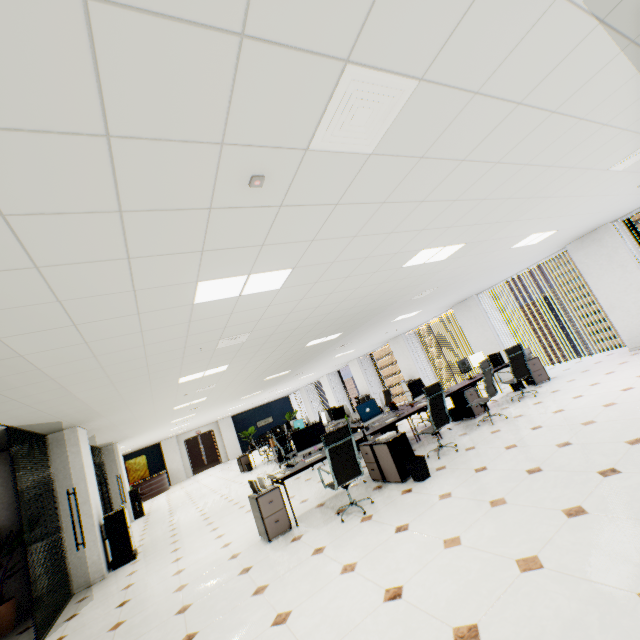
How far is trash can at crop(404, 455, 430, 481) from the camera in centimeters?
475cm

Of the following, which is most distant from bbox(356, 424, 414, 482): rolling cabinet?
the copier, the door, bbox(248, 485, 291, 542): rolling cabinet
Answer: the door

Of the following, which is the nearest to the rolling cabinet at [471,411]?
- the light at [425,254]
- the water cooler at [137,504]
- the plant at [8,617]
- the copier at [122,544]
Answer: the light at [425,254]

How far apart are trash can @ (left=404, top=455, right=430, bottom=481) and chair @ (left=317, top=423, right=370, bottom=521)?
0.8m

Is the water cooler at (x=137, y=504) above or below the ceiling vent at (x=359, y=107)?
below

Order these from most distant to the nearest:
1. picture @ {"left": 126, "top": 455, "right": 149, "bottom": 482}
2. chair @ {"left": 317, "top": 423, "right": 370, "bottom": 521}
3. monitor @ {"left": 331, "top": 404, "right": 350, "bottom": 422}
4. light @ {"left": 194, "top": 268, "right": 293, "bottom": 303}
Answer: picture @ {"left": 126, "top": 455, "right": 149, "bottom": 482}
monitor @ {"left": 331, "top": 404, "right": 350, "bottom": 422}
chair @ {"left": 317, "top": 423, "right": 370, "bottom": 521}
light @ {"left": 194, "top": 268, "right": 293, "bottom": 303}

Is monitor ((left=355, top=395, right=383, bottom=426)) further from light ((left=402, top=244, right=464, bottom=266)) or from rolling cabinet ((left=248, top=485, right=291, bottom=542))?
light ((left=402, top=244, right=464, bottom=266))

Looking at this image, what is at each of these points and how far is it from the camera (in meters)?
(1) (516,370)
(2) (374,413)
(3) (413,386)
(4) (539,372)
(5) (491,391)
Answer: (1) chair, 7.20
(2) monitor, 6.83
(3) monitor, 7.48
(4) rolling cabinet, 8.10
(5) chair, 6.39
